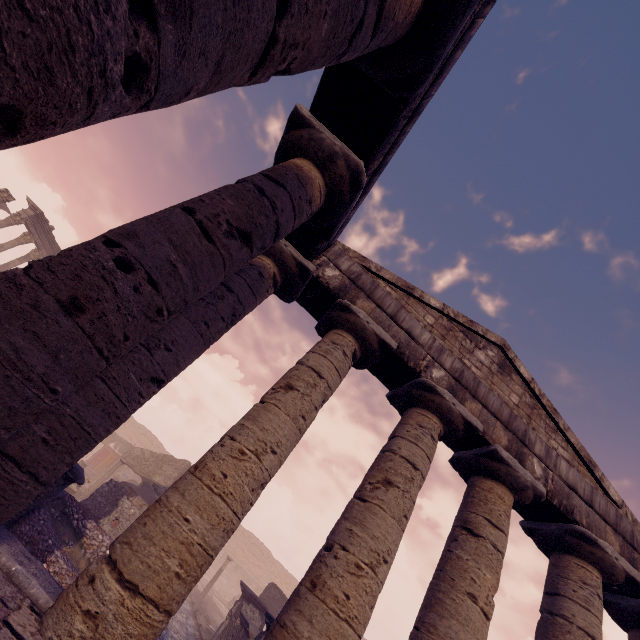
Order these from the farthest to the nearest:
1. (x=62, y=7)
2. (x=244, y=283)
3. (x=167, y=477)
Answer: (x=167, y=477) → (x=244, y=283) → (x=62, y=7)

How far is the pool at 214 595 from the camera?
20.5m

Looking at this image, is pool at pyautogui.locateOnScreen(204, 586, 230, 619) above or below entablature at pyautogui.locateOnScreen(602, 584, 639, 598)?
below

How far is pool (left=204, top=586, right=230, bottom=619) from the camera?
20.48m

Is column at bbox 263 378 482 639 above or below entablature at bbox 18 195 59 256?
below

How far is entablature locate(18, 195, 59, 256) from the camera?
19.39m

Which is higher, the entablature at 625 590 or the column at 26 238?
the column at 26 238

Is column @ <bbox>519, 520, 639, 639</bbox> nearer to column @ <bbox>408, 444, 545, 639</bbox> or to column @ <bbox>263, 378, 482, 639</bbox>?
column @ <bbox>408, 444, 545, 639</bbox>
